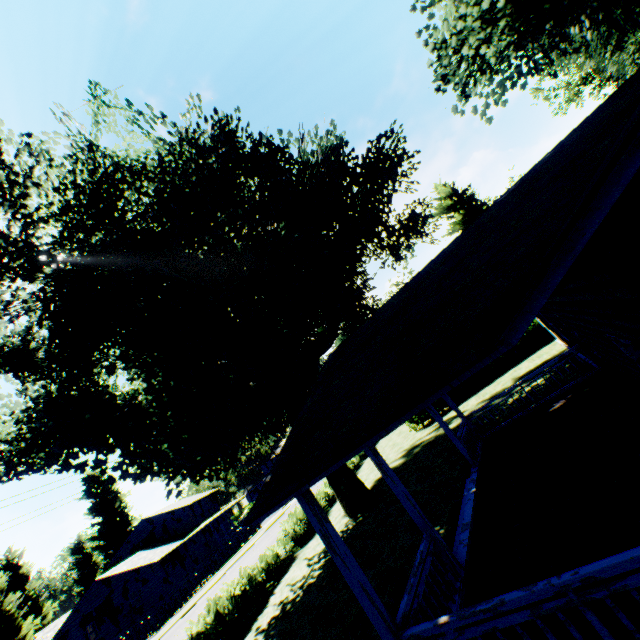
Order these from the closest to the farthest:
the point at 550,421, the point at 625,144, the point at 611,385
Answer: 1. the point at 625,144
2. the point at 611,385
3. the point at 550,421

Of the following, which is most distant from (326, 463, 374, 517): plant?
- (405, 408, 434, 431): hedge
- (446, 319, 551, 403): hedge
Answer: (446, 319, 551, 403): hedge

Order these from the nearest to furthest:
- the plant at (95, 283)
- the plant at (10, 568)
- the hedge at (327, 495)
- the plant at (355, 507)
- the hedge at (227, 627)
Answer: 1. the plant at (95, 283)
2. the hedge at (227, 627)
3. the plant at (355, 507)
4. the hedge at (327, 495)
5. the plant at (10, 568)

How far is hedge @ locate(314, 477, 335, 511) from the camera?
22.1m

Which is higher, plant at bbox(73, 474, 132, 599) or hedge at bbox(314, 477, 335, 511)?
plant at bbox(73, 474, 132, 599)

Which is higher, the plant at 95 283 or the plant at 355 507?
the plant at 95 283

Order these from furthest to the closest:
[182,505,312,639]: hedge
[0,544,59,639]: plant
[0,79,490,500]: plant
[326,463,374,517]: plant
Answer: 1. [0,544,59,639]: plant
2. [326,463,374,517]: plant
3. [182,505,312,639]: hedge
4. [0,79,490,500]: plant
